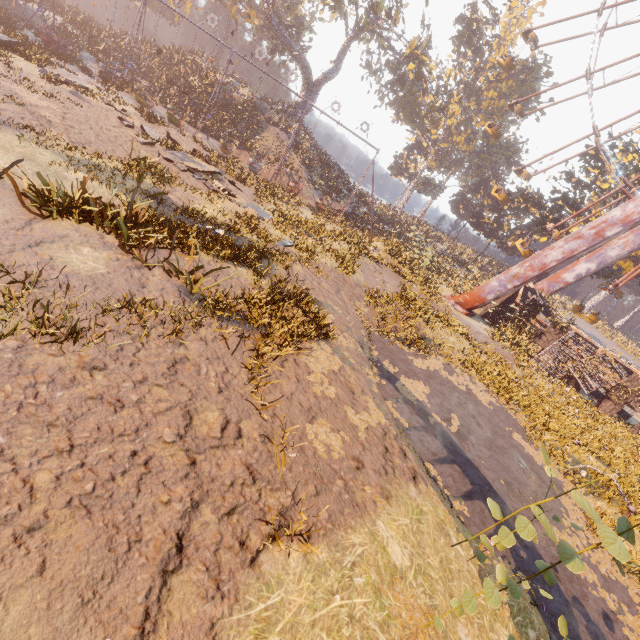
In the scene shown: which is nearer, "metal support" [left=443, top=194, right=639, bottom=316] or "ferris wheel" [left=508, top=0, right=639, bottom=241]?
"metal support" [left=443, top=194, right=639, bottom=316]

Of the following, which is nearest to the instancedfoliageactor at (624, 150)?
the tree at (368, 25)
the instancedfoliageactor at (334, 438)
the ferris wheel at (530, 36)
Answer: the ferris wheel at (530, 36)

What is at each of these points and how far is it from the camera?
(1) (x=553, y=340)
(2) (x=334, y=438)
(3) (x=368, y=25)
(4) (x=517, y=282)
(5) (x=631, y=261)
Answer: (1) building, 21.8 meters
(2) instancedfoliageactor, 5.8 meters
(3) tree, 33.4 meters
(4) metal support, 21.3 meters
(5) instancedfoliageactor, 27.9 meters

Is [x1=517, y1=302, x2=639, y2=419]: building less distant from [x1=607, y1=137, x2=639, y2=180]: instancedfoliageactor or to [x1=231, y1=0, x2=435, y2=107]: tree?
[x1=607, y1=137, x2=639, y2=180]: instancedfoliageactor

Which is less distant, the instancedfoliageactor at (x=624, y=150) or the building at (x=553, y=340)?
the building at (x=553, y=340)

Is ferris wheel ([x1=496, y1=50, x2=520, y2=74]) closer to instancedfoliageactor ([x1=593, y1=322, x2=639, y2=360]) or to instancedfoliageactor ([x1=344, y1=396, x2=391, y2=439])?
instancedfoliageactor ([x1=593, y1=322, x2=639, y2=360])

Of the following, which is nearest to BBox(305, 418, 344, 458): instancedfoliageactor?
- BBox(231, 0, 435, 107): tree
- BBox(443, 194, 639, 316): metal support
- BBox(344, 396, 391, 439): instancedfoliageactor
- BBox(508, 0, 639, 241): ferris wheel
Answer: BBox(344, 396, 391, 439): instancedfoliageactor

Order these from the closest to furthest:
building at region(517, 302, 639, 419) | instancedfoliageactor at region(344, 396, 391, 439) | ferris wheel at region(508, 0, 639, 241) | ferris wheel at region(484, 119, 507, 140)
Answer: instancedfoliageactor at region(344, 396, 391, 439)
building at region(517, 302, 639, 419)
ferris wheel at region(508, 0, 639, 241)
ferris wheel at region(484, 119, 507, 140)
